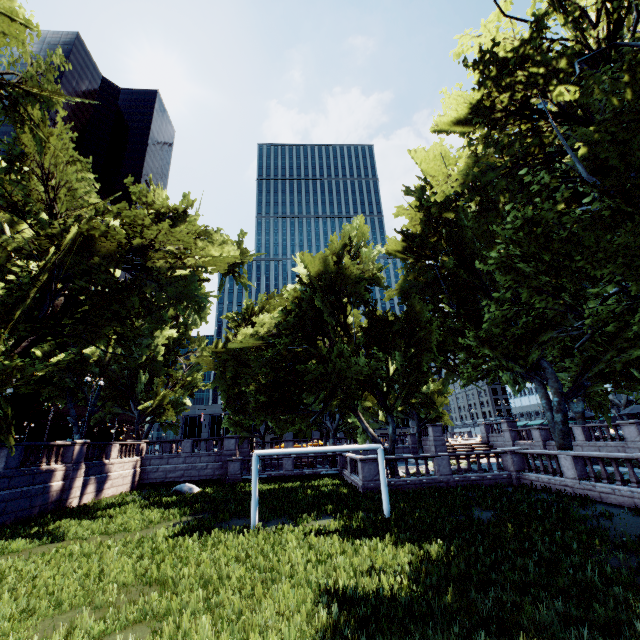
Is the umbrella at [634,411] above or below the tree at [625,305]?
below

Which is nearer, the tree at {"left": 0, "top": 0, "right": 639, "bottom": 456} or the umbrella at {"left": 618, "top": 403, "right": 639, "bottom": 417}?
the tree at {"left": 0, "top": 0, "right": 639, "bottom": 456}

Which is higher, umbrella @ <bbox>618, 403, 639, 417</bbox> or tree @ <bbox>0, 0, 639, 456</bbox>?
tree @ <bbox>0, 0, 639, 456</bbox>

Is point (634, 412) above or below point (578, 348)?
below

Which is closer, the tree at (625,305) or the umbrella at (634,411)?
the tree at (625,305)
